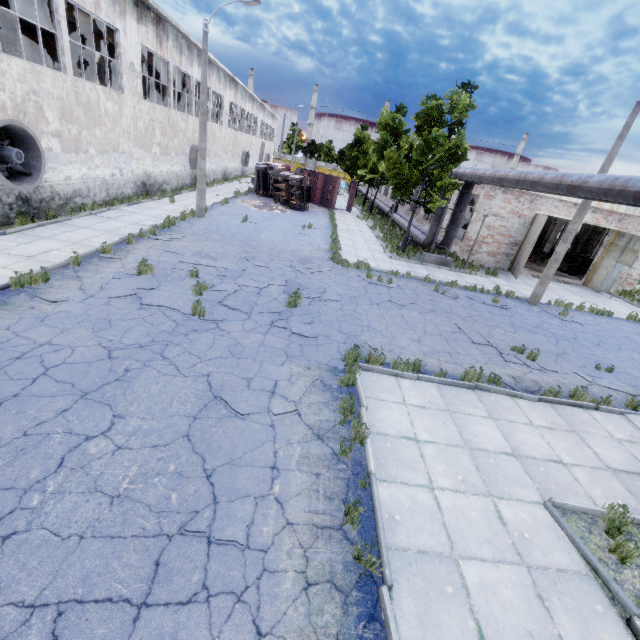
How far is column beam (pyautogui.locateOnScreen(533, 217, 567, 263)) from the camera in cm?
2583

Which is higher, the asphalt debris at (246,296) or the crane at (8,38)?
the crane at (8,38)

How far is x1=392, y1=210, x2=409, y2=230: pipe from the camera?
24.6 meters

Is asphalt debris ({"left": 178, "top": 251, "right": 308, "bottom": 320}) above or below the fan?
below

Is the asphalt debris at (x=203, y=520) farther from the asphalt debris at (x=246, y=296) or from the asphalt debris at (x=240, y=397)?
the asphalt debris at (x=246, y=296)

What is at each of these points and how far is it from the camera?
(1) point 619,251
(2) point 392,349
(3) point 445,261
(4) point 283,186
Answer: Answer:
(1) door, 20.1 meters
(2) asphalt debris, 9.0 meters
(3) pipe holder, 19.0 meters
(4) truck, 29.4 meters

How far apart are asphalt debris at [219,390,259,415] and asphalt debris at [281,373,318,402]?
0.20m

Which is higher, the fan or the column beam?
the column beam
